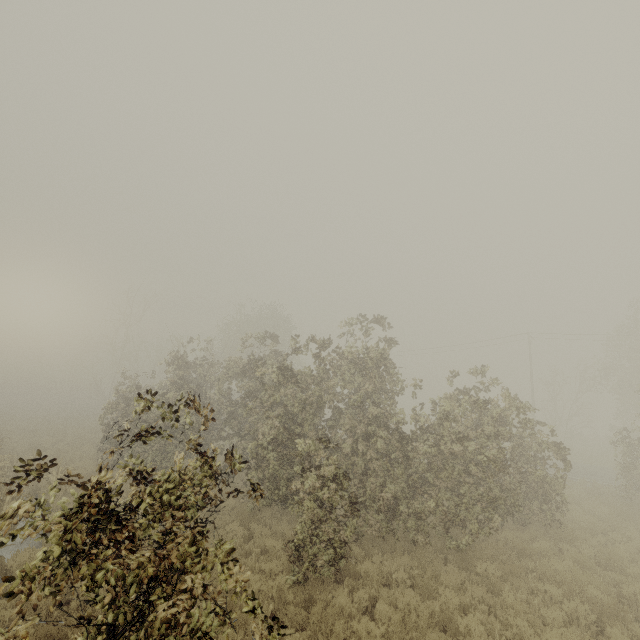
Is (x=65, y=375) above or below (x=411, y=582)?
above
